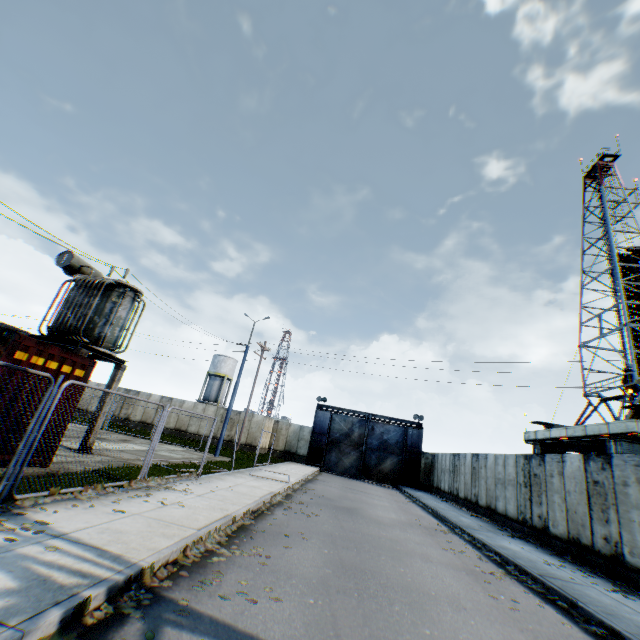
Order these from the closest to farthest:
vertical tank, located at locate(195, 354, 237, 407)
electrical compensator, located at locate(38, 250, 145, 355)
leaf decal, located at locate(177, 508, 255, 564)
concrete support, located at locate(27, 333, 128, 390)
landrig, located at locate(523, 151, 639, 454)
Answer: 1. leaf decal, located at locate(177, 508, 255, 564)
2. concrete support, located at locate(27, 333, 128, 390)
3. electrical compensator, located at locate(38, 250, 145, 355)
4. landrig, located at locate(523, 151, 639, 454)
5. vertical tank, located at locate(195, 354, 237, 407)

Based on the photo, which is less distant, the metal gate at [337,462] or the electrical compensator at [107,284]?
the electrical compensator at [107,284]

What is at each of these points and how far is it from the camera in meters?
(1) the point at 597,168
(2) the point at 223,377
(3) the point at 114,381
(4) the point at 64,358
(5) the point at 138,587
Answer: (1) landrig, 33.6 m
(2) vertical tank, 51.5 m
(3) concrete support, 12.9 m
(4) storage container, 8.7 m
(5) leaf decal, 4.1 m

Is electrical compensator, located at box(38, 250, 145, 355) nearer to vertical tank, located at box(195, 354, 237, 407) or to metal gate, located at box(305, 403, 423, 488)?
metal gate, located at box(305, 403, 423, 488)

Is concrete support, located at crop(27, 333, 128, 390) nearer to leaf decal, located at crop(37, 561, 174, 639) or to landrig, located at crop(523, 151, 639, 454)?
leaf decal, located at crop(37, 561, 174, 639)

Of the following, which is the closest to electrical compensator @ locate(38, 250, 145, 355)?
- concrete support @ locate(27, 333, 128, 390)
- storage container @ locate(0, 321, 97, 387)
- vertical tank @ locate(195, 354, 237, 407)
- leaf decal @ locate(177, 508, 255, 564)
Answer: concrete support @ locate(27, 333, 128, 390)

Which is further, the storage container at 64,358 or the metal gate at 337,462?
the metal gate at 337,462

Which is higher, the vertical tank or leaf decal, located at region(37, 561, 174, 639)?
the vertical tank
